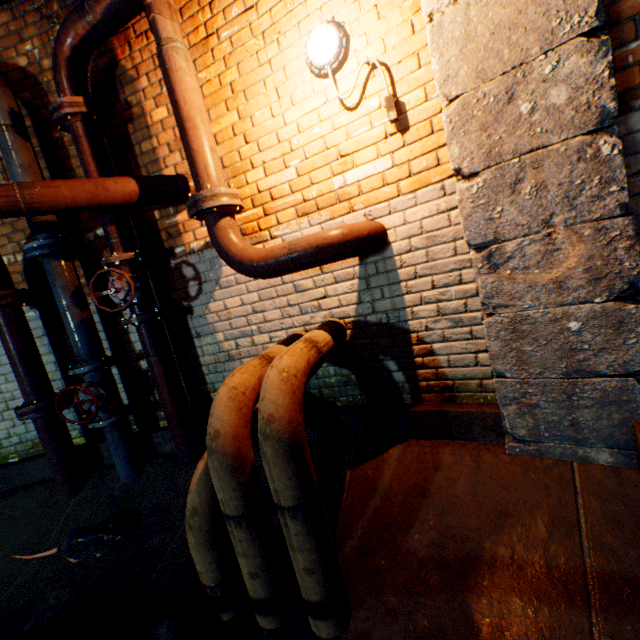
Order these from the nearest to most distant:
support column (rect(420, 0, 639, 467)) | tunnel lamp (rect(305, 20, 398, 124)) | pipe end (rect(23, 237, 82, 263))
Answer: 1. support column (rect(420, 0, 639, 467))
2. tunnel lamp (rect(305, 20, 398, 124))
3. pipe end (rect(23, 237, 82, 263))

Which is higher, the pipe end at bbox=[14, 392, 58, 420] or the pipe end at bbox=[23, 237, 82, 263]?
the pipe end at bbox=[23, 237, 82, 263]

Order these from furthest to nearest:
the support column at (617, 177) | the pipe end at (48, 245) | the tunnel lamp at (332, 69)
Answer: the pipe end at (48, 245)
the tunnel lamp at (332, 69)
the support column at (617, 177)

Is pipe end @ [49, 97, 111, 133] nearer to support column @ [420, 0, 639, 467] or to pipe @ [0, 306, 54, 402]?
pipe @ [0, 306, 54, 402]

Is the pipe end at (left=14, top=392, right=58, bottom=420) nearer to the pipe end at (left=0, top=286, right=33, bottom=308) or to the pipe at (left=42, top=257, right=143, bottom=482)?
the pipe at (left=42, top=257, right=143, bottom=482)

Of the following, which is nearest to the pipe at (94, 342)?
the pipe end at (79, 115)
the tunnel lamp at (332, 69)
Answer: the pipe end at (79, 115)

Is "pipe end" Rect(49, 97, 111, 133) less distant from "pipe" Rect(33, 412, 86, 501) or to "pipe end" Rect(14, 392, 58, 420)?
"pipe" Rect(33, 412, 86, 501)

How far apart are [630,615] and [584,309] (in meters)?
1.26
